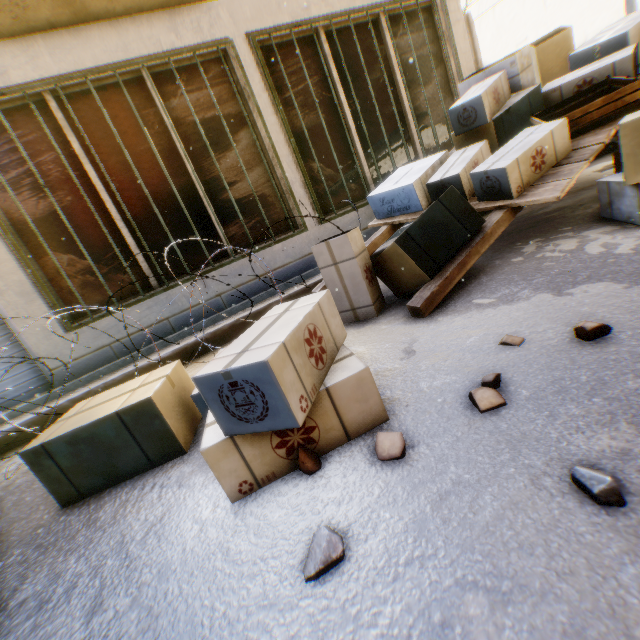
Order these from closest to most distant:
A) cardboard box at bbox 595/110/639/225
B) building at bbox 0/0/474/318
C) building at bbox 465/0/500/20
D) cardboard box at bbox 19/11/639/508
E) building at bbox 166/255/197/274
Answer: cardboard box at bbox 19/11/639/508, cardboard box at bbox 595/110/639/225, building at bbox 0/0/474/318, building at bbox 166/255/197/274, building at bbox 465/0/500/20

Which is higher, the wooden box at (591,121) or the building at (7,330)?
the building at (7,330)

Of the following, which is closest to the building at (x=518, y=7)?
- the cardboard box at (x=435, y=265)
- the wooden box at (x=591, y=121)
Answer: the cardboard box at (x=435, y=265)

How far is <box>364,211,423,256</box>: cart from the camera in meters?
3.4

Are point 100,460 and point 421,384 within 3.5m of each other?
yes

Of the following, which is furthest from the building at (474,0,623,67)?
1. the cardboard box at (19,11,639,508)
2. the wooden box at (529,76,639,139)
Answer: the wooden box at (529,76,639,139)

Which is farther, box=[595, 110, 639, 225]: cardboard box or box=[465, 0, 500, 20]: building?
box=[465, 0, 500, 20]: building

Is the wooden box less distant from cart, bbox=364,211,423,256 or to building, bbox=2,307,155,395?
cart, bbox=364,211,423,256
